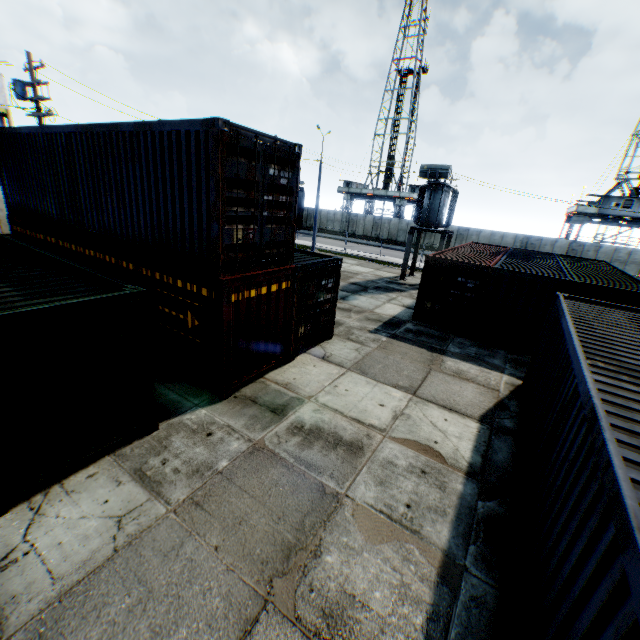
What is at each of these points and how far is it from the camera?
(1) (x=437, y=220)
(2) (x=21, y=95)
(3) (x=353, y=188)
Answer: (1) electrical compensator, 20.8m
(2) street light, 15.3m
(3) landrig, 52.9m

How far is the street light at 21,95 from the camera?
15.0 meters

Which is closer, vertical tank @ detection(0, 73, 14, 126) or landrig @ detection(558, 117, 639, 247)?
vertical tank @ detection(0, 73, 14, 126)

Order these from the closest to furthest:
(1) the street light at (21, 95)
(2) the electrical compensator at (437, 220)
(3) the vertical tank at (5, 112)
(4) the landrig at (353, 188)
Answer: (1) the street light at (21, 95) < (2) the electrical compensator at (437, 220) < (3) the vertical tank at (5, 112) < (4) the landrig at (353, 188)

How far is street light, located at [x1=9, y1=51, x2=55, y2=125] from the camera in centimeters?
1496cm

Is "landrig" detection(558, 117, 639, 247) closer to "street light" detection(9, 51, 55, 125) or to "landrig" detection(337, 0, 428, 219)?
"landrig" detection(337, 0, 428, 219)

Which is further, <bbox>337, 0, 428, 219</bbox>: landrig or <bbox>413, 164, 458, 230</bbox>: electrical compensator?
<bbox>337, 0, 428, 219</bbox>: landrig

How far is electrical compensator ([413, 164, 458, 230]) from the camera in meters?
19.1
